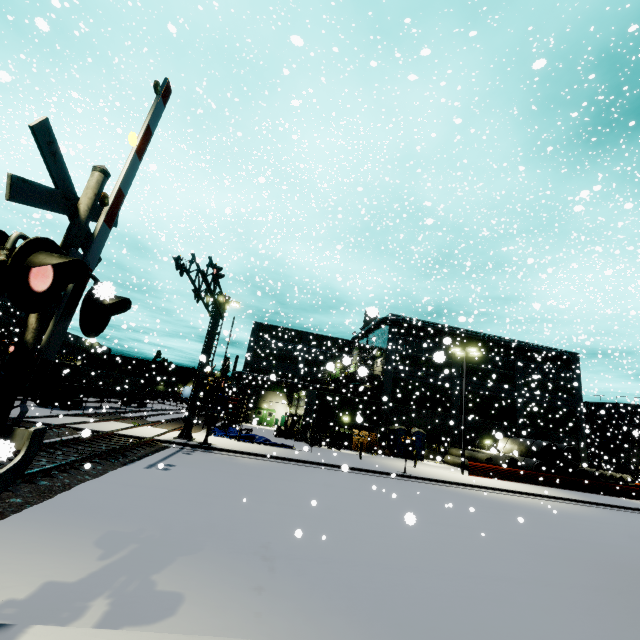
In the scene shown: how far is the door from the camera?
21.33m

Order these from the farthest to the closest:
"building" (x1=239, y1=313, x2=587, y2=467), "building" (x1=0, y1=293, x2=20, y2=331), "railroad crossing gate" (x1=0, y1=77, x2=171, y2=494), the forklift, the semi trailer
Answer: "building" (x1=0, y1=293, x2=20, y2=331) → "building" (x1=239, y1=313, x2=587, y2=467) → the forklift → the semi trailer → "railroad crossing gate" (x1=0, y1=77, x2=171, y2=494)

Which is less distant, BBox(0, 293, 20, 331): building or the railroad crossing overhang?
the railroad crossing overhang

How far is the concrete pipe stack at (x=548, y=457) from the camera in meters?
28.9

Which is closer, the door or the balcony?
the door

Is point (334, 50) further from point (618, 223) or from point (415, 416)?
point (415, 416)

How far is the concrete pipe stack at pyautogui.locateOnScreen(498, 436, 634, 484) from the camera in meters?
28.9

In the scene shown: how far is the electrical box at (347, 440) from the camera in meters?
30.9
